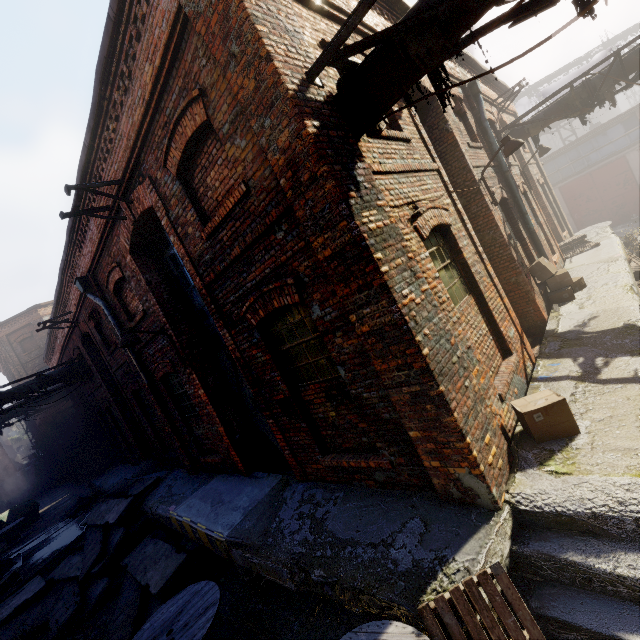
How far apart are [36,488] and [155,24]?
42.2 meters

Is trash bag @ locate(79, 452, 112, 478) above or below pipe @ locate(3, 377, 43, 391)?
below

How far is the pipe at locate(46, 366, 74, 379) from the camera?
13.4m

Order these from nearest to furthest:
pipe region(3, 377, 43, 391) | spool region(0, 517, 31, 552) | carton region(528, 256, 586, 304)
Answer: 1. carton region(528, 256, 586, 304)
2. pipe region(3, 377, 43, 391)
3. spool region(0, 517, 31, 552)

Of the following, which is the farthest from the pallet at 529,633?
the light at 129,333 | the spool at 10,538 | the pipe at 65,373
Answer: the spool at 10,538

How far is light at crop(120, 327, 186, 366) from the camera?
6.56m

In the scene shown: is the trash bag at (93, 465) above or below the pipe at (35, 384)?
below

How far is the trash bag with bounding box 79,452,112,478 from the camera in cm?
1806
